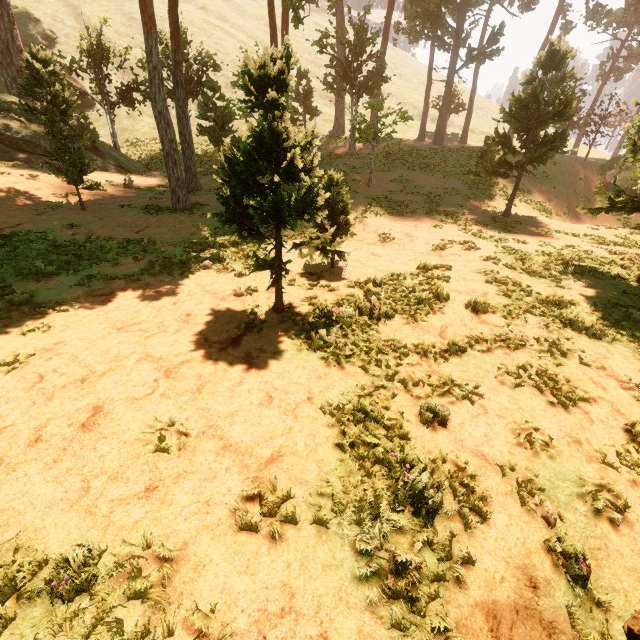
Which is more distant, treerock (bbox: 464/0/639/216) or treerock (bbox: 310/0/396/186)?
treerock (bbox: 310/0/396/186)

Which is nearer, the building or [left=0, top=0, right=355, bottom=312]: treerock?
the building

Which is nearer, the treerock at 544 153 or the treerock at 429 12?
the treerock at 544 153

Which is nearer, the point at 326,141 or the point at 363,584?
the point at 363,584

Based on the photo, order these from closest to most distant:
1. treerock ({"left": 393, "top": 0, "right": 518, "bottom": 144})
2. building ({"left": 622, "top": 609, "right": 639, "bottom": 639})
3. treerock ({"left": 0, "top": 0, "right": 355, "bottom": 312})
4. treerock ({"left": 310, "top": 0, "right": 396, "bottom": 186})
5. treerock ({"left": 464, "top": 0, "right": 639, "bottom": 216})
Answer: building ({"left": 622, "top": 609, "right": 639, "bottom": 639})
treerock ({"left": 0, "top": 0, "right": 355, "bottom": 312})
treerock ({"left": 464, "top": 0, "right": 639, "bottom": 216})
treerock ({"left": 310, "top": 0, "right": 396, "bottom": 186})
treerock ({"left": 393, "top": 0, "right": 518, "bottom": 144})

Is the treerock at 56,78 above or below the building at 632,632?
above
